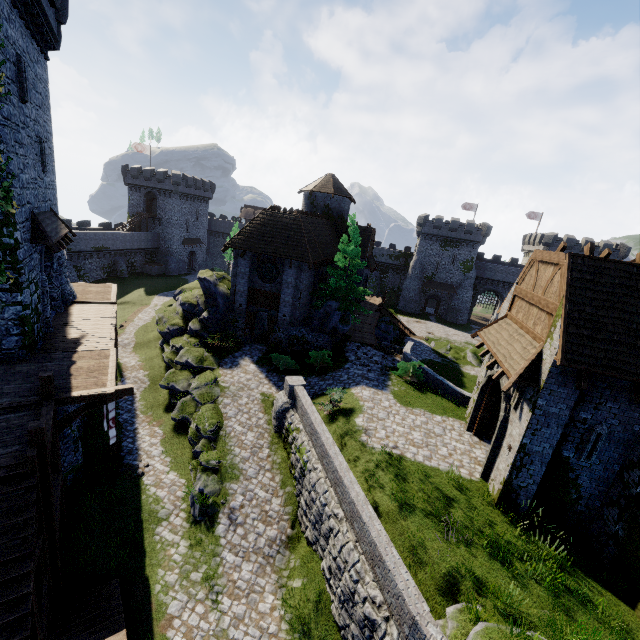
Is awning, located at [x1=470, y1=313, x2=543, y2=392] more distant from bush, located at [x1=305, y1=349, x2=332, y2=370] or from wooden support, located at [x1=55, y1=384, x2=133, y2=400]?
wooden support, located at [x1=55, y1=384, x2=133, y2=400]

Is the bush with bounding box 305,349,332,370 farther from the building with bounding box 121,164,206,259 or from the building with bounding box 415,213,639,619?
the building with bounding box 121,164,206,259

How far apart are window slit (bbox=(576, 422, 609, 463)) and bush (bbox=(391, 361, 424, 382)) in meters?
9.6

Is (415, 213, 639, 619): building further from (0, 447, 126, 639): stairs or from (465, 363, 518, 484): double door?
(0, 447, 126, 639): stairs

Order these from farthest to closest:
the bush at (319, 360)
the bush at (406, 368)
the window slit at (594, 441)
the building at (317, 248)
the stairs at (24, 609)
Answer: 1. the building at (317, 248)
2. the bush at (319, 360)
3. the bush at (406, 368)
4. the window slit at (594, 441)
5. the stairs at (24, 609)

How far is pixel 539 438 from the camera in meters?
10.6

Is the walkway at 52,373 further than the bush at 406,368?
No

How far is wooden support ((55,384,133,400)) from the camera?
11.4m
